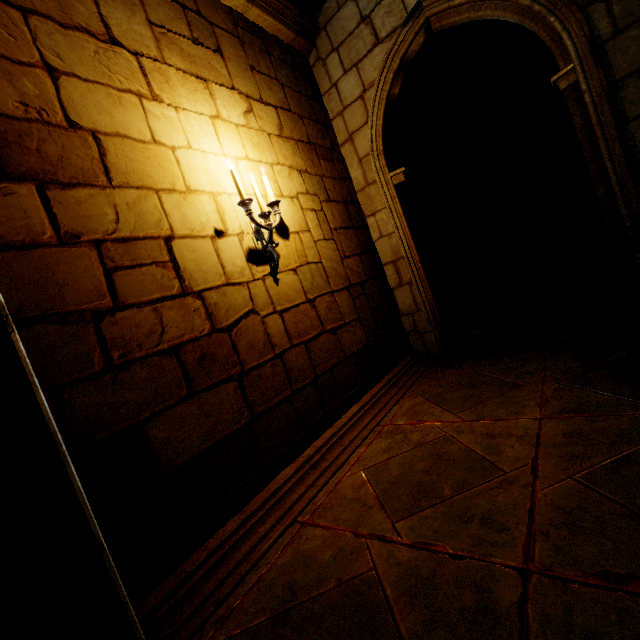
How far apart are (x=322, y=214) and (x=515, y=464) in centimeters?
298cm

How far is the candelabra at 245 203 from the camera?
2.59m

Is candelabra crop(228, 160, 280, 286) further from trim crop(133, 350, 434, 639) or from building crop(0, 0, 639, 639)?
trim crop(133, 350, 434, 639)

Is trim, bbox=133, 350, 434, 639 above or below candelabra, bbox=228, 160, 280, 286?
below

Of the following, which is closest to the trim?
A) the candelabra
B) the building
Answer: the building

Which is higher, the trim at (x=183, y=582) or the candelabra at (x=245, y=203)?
the candelabra at (x=245, y=203)
